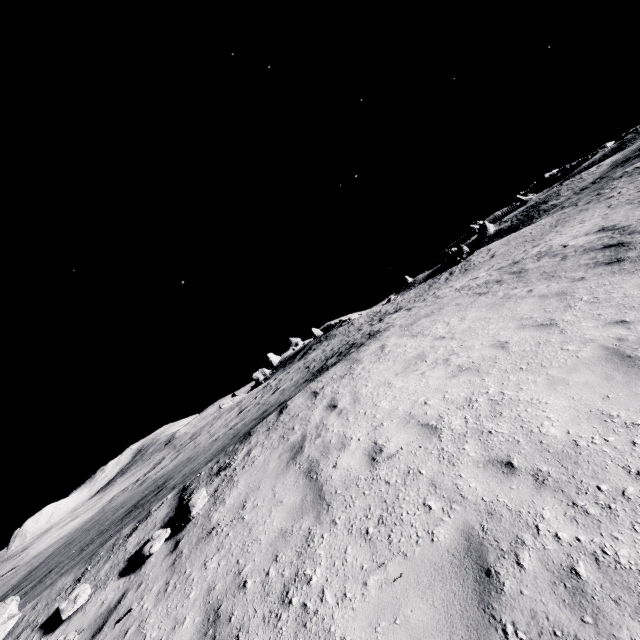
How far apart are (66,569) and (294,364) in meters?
28.7
